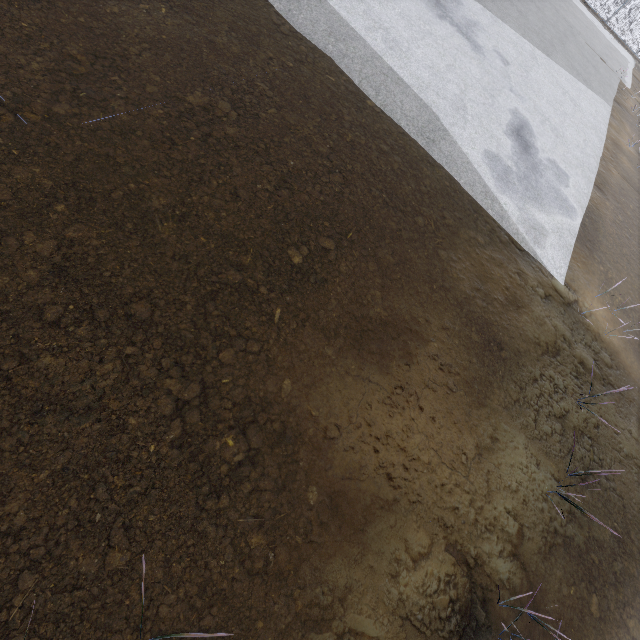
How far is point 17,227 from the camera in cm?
300
